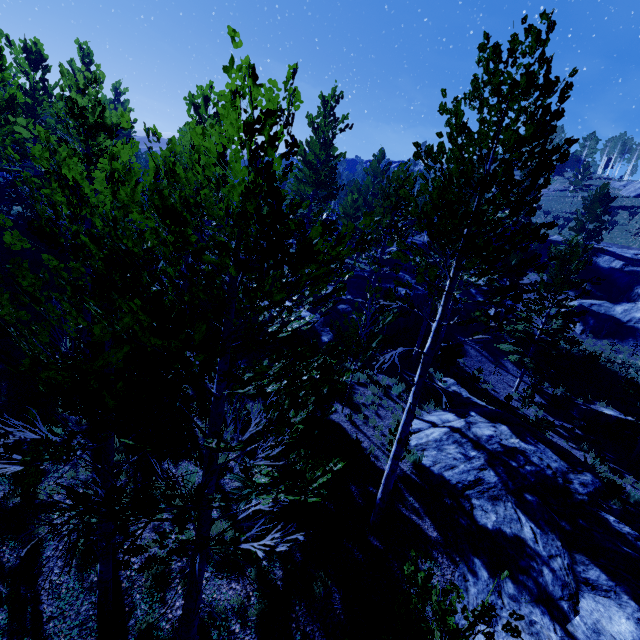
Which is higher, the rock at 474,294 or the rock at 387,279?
the rock at 387,279

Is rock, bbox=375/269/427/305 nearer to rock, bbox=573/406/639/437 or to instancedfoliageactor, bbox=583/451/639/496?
instancedfoliageactor, bbox=583/451/639/496

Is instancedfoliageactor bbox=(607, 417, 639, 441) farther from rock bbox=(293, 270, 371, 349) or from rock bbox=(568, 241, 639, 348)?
rock bbox=(568, 241, 639, 348)

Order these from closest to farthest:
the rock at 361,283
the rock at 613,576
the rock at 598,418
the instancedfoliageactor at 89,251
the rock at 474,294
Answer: the instancedfoliageactor at 89,251 < the rock at 613,576 < the rock at 361,283 < the rock at 598,418 < the rock at 474,294

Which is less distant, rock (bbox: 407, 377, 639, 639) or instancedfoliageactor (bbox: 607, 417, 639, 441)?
rock (bbox: 407, 377, 639, 639)

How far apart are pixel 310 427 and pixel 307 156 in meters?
21.4 m

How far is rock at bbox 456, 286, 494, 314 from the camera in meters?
28.4

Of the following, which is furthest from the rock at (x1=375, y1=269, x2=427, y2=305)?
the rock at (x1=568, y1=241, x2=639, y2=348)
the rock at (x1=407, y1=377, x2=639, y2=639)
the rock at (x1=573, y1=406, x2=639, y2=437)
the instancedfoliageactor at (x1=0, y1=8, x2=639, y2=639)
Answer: the rock at (x1=573, y1=406, x2=639, y2=437)
